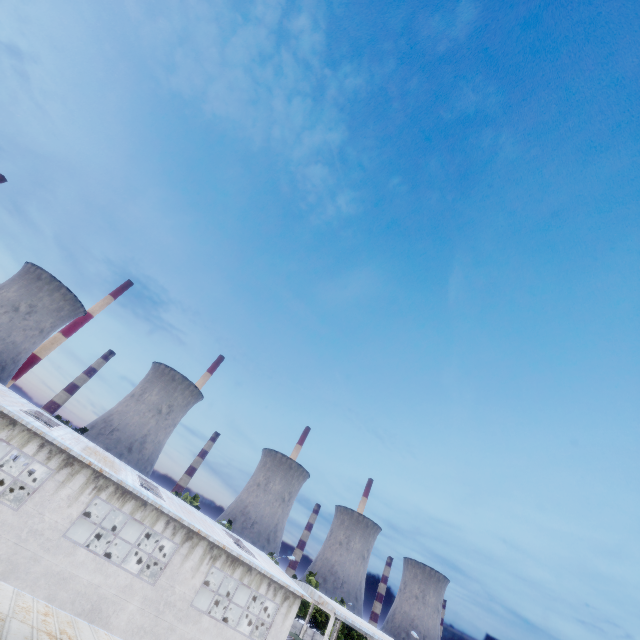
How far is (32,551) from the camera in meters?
15.5 m
